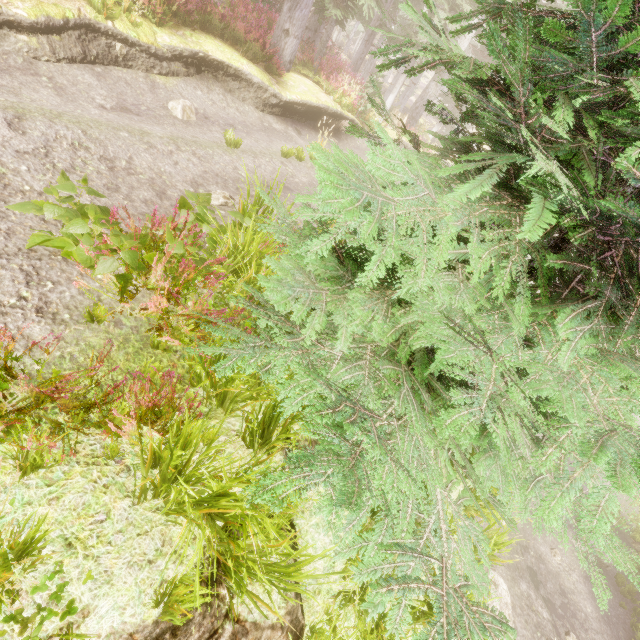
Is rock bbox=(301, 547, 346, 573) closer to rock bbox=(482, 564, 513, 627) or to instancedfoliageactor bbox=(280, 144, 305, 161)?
instancedfoliageactor bbox=(280, 144, 305, 161)

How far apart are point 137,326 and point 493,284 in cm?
341

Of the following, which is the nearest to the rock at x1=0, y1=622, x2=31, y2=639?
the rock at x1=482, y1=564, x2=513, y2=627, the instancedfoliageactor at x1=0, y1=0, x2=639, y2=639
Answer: the instancedfoliageactor at x1=0, y1=0, x2=639, y2=639

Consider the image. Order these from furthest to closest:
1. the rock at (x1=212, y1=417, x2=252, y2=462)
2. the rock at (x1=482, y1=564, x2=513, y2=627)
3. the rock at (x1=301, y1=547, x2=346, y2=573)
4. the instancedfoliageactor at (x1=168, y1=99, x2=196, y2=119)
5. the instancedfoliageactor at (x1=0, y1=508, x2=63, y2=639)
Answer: the instancedfoliageactor at (x1=168, y1=99, x2=196, y2=119) → the rock at (x1=482, y1=564, x2=513, y2=627) → the rock at (x1=301, y1=547, x2=346, y2=573) → the rock at (x1=212, y1=417, x2=252, y2=462) → the instancedfoliageactor at (x1=0, y1=508, x2=63, y2=639)

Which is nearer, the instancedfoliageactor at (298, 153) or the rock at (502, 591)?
the rock at (502, 591)

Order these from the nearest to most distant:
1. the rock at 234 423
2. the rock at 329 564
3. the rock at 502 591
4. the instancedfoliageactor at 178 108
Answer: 1. the rock at 234 423
2. the rock at 329 564
3. the rock at 502 591
4. the instancedfoliageactor at 178 108
